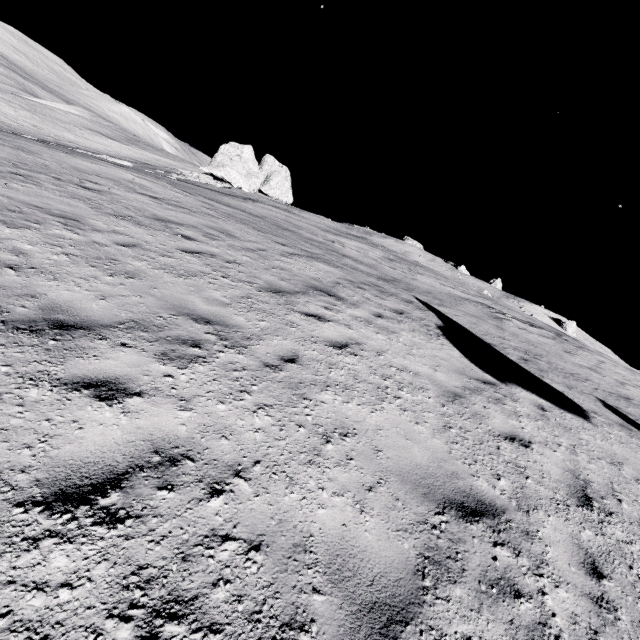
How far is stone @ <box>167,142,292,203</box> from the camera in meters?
39.1 m

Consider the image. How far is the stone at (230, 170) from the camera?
39.1 meters

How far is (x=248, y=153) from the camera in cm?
4278
